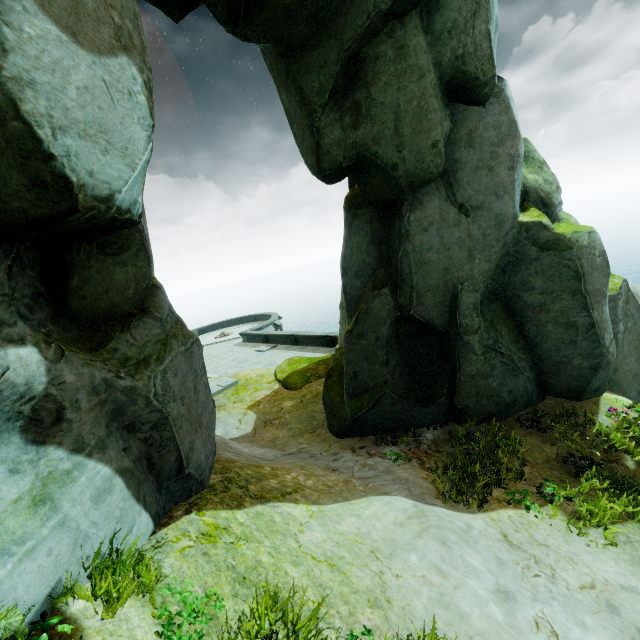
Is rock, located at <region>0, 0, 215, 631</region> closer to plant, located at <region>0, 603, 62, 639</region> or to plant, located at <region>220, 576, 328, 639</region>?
plant, located at <region>0, 603, 62, 639</region>

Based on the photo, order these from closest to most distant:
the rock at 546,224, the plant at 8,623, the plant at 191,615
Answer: the plant at 8,623, the plant at 191,615, the rock at 546,224

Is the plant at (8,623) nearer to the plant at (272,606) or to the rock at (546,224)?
the rock at (546,224)

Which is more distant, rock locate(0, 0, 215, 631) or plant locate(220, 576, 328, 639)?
plant locate(220, 576, 328, 639)

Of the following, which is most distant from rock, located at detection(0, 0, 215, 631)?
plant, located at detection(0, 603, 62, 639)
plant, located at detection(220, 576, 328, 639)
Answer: plant, located at detection(220, 576, 328, 639)

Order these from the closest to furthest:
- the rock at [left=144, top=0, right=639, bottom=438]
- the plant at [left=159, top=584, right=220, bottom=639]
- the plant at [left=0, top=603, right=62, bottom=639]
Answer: →
the plant at [left=0, top=603, right=62, bottom=639]
the plant at [left=159, top=584, right=220, bottom=639]
the rock at [left=144, top=0, right=639, bottom=438]

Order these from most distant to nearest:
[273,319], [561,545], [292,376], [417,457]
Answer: A: [273,319], [292,376], [417,457], [561,545]
